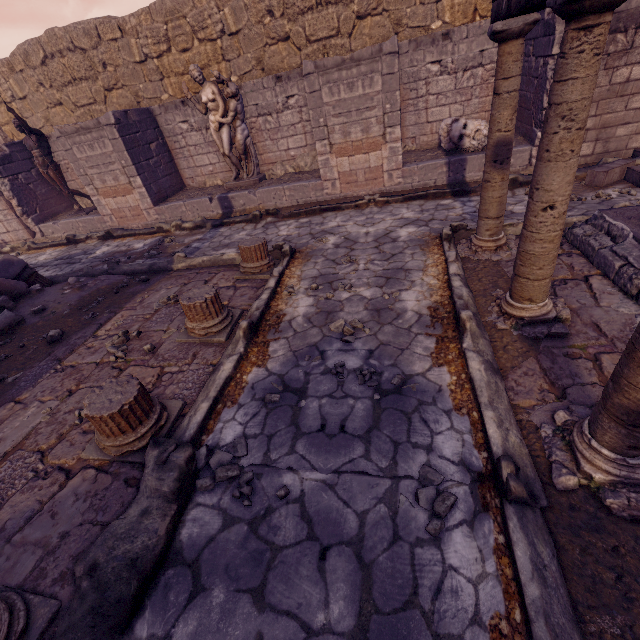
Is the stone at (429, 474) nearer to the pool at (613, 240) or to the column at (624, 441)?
the column at (624, 441)

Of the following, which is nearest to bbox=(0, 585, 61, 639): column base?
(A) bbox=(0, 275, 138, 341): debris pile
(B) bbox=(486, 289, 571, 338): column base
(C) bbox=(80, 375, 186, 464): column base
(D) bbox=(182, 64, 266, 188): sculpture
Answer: (C) bbox=(80, 375, 186, 464): column base

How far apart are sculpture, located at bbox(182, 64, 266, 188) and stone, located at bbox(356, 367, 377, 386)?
7.50m

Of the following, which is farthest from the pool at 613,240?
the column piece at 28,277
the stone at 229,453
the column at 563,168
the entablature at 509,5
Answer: the column piece at 28,277

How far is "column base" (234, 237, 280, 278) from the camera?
5.22m

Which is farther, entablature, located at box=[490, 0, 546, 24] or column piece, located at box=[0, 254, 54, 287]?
column piece, located at box=[0, 254, 54, 287]

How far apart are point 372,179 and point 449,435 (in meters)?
6.71

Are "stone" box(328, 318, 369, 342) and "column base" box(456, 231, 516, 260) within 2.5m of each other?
yes
